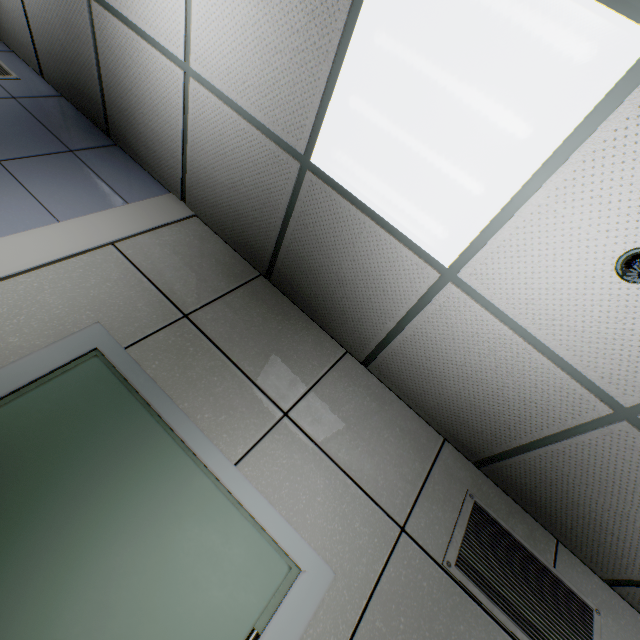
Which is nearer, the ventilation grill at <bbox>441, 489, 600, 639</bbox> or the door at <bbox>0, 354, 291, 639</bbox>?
the door at <bbox>0, 354, 291, 639</bbox>

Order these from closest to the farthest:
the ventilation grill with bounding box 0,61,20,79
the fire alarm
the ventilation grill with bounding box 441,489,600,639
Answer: the fire alarm → the ventilation grill with bounding box 441,489,600,639 → the ventilation grill with bounding box 0,61,20,79

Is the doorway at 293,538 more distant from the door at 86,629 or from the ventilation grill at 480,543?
the ventilation grill at 480,543

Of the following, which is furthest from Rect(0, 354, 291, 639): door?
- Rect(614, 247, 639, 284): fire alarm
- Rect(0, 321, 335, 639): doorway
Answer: Rect(614, 247, 639, 284): fire alarm

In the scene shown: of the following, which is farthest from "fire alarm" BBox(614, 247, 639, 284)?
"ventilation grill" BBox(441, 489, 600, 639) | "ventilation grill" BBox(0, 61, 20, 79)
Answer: "ventilation grill" BBox(0, 61, 20, 79)

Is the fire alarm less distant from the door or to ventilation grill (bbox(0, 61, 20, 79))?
the door

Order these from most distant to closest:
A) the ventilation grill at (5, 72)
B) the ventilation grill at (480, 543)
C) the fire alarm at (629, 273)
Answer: the ventilation grill at (5, 72) → the ventilation grill at (480, 543) → the fire alarm at (629, 273)

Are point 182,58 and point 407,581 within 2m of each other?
no
